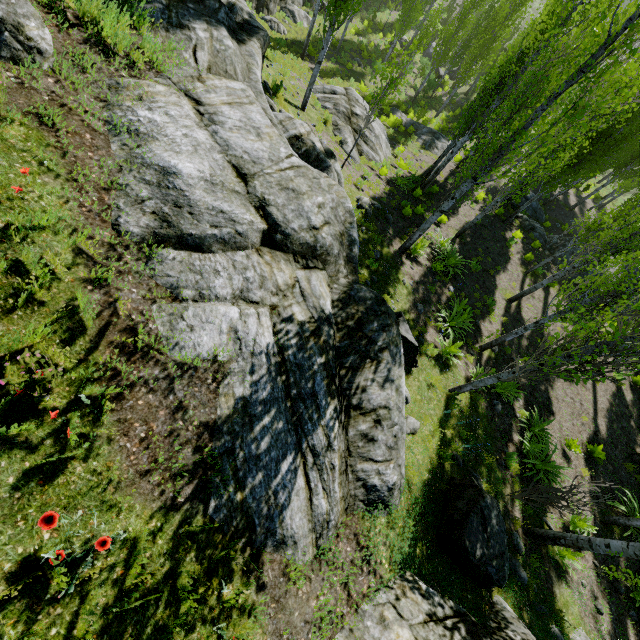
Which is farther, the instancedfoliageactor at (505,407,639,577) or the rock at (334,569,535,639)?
the instancedfoliageactor at (505,407,639,577)

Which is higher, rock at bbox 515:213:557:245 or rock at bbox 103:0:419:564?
rock at bbox 103:0:419:564

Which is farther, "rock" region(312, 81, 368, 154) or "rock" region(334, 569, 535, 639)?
"rock" region(312, 81, 368, 154)

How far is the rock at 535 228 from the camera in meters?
19.9

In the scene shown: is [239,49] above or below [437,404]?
above

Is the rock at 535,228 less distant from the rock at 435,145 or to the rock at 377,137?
the rock at 435,145

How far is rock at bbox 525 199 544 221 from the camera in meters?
23.1 m
